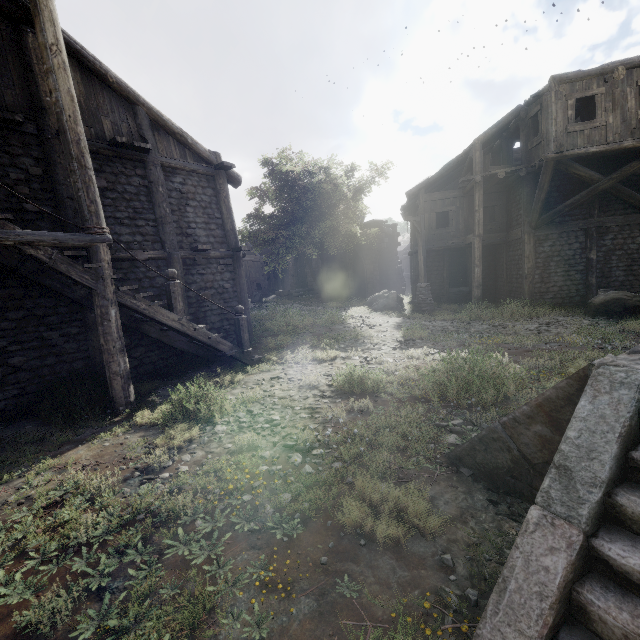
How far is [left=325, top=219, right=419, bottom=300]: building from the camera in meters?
24.0 m

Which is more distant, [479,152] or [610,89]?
[479,152]

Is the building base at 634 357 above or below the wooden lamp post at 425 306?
above

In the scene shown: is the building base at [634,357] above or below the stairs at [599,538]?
above

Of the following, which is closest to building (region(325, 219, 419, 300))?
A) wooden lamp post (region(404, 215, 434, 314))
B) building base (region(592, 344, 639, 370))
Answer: wooden lamp post (region(404, 215, 434, 314))

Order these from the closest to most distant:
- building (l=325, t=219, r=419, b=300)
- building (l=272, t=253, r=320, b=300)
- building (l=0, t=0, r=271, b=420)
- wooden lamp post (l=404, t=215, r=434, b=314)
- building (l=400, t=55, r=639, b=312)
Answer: building (l=0, t=0, r=271, b=420), building (l=400, t=55, r=639, b=312), wooden lamp post (l=404, t=215, r=434, b=314), building (l=325, t=219, r=419, b=300), building (l=272, t=253, r=320, b=300)
